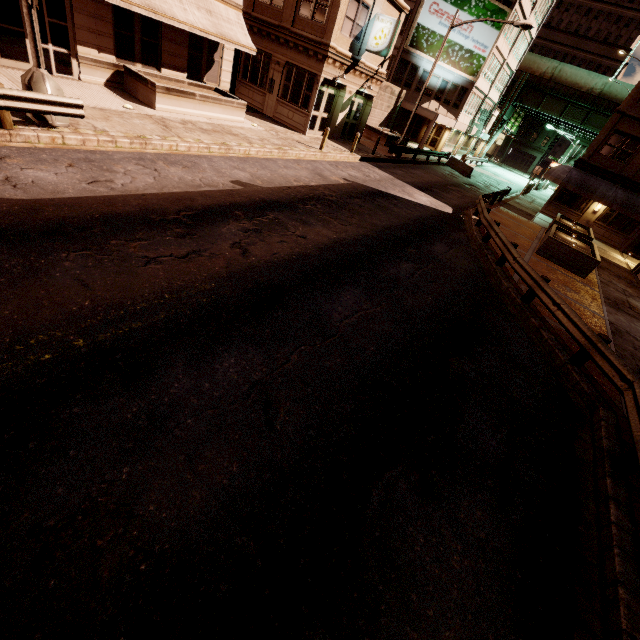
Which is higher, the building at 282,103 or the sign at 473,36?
the sign at 473,36

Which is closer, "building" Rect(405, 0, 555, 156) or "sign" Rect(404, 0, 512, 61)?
"sign" Rect(404, 0, 512, 61)

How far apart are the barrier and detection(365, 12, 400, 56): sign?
16.39m

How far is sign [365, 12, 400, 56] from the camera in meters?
18.9

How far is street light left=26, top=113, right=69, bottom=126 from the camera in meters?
8.9

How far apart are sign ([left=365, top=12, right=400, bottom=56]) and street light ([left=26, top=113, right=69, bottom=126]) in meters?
17.8

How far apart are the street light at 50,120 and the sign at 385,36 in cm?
1785

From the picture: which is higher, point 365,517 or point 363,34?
point 363,34
